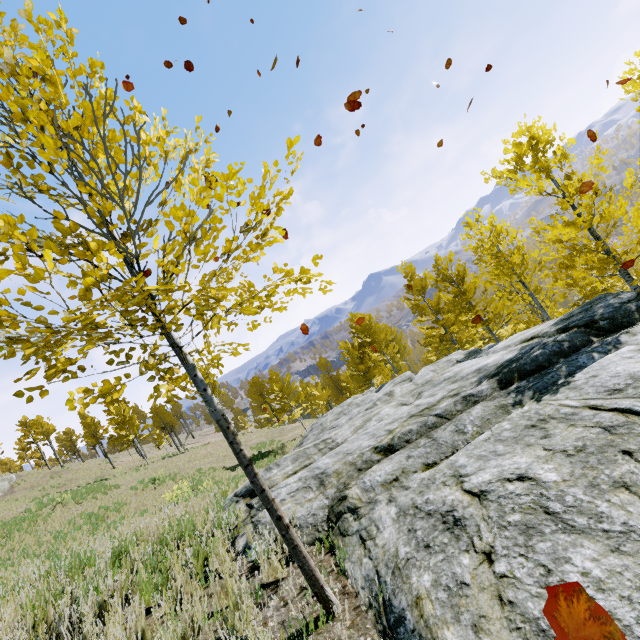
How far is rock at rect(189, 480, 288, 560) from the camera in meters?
4.0 m

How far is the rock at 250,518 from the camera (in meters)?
4.01

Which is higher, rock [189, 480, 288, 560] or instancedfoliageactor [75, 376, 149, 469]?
instancedfoliageactor [75, 376, 149, 469]

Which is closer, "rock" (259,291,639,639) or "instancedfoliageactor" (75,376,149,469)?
"rock" (259,291,639,639)

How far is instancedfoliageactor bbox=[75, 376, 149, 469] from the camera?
2.72m

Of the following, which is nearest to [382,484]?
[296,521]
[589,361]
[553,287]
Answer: [296,521]

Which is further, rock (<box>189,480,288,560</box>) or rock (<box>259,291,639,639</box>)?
rock (<box>189,480,288,560</box>)

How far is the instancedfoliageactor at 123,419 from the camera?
2.7 meters
